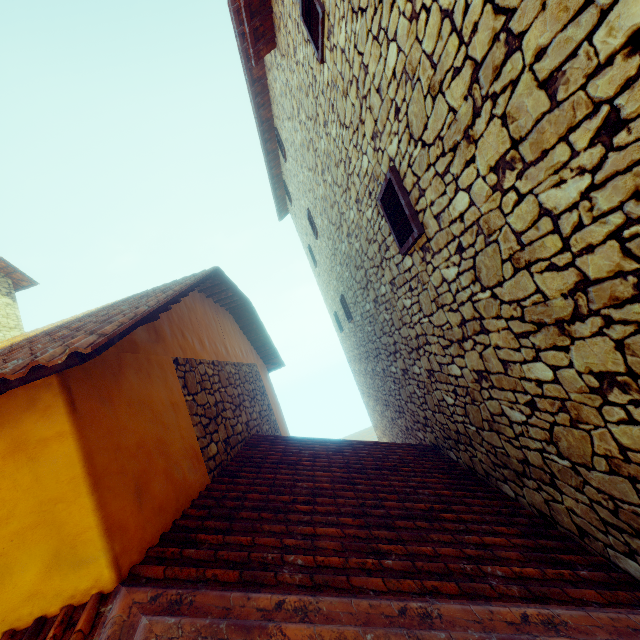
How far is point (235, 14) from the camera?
5.9 meters

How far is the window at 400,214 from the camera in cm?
293

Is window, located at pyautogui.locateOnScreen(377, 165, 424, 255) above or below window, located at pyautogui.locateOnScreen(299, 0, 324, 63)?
below

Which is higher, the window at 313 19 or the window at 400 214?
the window at 313 19

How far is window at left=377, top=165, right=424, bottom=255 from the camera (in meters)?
2.93
